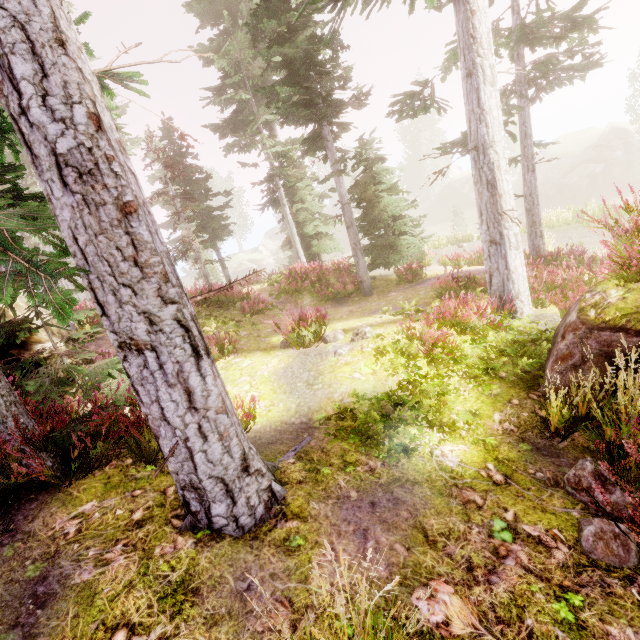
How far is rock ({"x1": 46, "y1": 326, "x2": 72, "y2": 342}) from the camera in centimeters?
593cm

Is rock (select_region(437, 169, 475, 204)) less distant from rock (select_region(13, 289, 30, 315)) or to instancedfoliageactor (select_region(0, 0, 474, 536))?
instancedfoliageactor (select_region(0, 0, 474, 536))

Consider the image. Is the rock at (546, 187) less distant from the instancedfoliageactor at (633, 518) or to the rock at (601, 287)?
the instancedfoliageactor at (633, 518)

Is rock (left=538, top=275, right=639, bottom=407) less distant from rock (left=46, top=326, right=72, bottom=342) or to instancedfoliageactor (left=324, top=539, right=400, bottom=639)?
instancedfoliageactor (left=324, top=539, right=400, bottom=639)

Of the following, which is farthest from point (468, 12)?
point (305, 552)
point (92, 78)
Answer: point (305, 552)

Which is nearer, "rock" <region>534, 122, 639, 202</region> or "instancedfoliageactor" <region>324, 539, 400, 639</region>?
"instancedfoliageactor" <region>324, 539, 400, 639</region>

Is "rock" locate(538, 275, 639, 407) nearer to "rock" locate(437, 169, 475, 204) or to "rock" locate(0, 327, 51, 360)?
"rock" locate(0, 327, 51, 360)

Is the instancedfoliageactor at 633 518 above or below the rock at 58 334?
below
